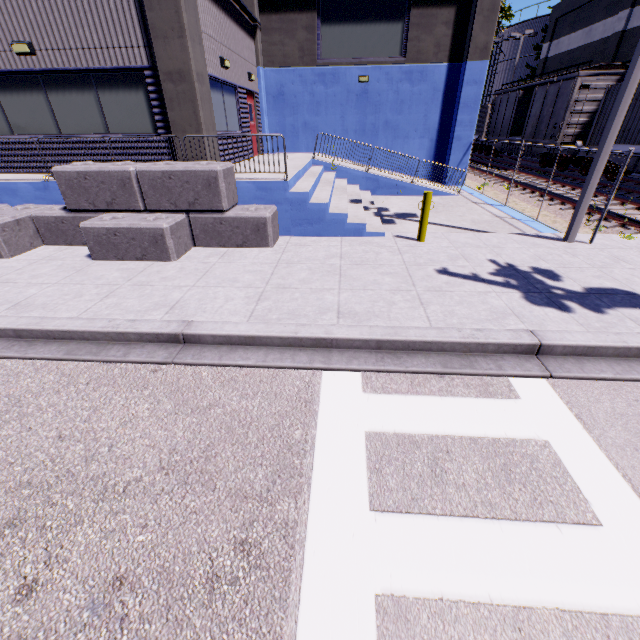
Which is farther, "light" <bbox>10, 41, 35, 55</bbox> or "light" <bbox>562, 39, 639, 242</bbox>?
"light" <bbox>10, 41, 35, 55</bbox>

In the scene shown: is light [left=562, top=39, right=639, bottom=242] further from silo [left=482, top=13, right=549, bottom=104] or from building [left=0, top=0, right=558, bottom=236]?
silo [left=482, top=13, right=549, bottom=104]

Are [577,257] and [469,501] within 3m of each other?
no

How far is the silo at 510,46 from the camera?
33.02m

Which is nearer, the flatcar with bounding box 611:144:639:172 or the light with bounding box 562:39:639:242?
the light with bounding box 562:39:639:242

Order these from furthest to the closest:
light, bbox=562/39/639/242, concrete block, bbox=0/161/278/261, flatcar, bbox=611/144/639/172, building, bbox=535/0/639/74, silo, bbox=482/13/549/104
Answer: silo, bbox=482/13/549/104 < building, bbox=535/0/639/74 < flatcar, bbox=611/144/639/172 < concrete block, bbox=0/161/278/261 < light, bbox=562/39/639/242

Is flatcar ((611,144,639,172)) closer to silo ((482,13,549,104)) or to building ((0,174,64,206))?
building ((0,174,64,206))

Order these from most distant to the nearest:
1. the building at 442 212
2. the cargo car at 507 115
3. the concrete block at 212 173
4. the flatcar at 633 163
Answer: the cargo car at 507 115
the flatcar at 633 163
the building at 442 212
the concrete block at 212 173
